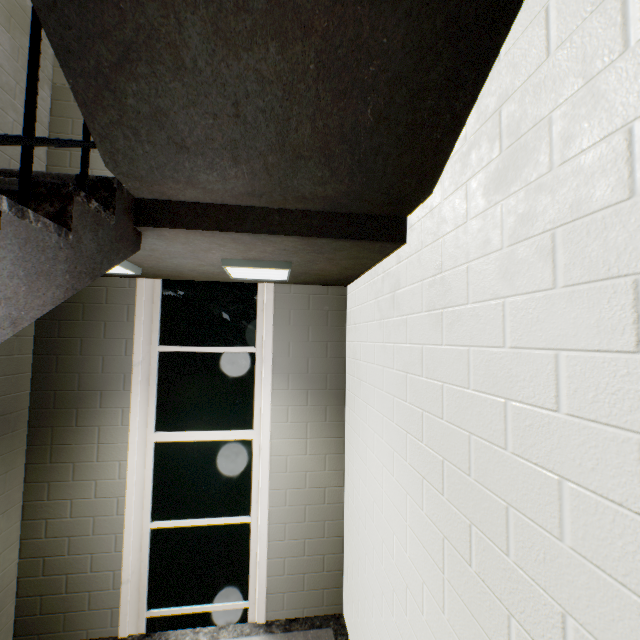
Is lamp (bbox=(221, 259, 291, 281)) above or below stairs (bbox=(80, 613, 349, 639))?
above

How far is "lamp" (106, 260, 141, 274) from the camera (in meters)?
2.43

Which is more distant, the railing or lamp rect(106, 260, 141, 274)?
lamp rect(106, 260, 141, 274)

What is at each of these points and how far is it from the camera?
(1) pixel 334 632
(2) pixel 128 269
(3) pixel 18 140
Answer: (1) stairs, 3.0 meters
(2) lamp, 2.5 meters
(3) railing, 1.0 meters

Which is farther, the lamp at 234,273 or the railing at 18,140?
the lamp at 234,273

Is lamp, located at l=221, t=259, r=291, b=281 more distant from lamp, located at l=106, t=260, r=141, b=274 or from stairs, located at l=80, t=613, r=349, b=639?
lamp, located at l=106, t=260, r=141, b=274

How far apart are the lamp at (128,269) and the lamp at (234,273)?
0.74m

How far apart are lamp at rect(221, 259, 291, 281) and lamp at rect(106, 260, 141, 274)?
0.74m
